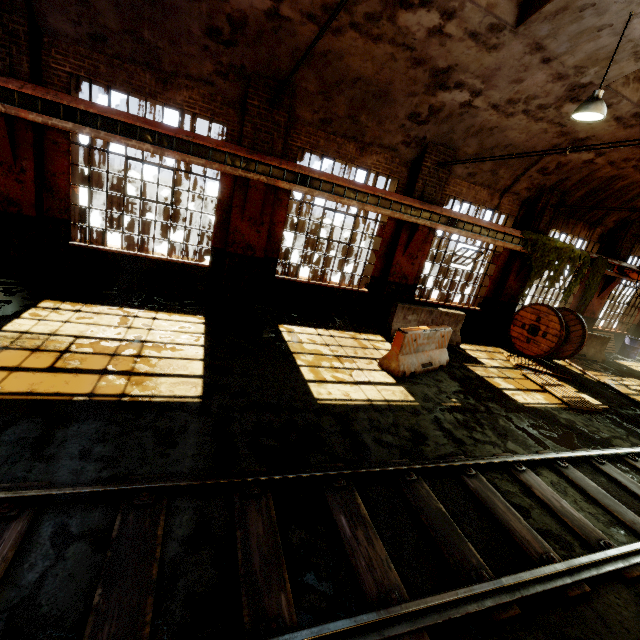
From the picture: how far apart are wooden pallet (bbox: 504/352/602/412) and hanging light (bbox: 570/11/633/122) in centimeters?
603cm

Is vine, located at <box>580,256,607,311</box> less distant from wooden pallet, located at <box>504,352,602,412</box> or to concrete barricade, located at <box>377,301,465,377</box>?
wooden pallet, located at <box>504,352,602,412</box>

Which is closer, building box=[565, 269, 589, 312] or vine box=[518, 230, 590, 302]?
vine box=[518, 230, 590, 302]

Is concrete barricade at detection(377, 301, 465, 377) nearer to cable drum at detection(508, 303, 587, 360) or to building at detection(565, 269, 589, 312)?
building at detection(565, 269, 589, 312)

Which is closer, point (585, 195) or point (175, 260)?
point (175, 260)

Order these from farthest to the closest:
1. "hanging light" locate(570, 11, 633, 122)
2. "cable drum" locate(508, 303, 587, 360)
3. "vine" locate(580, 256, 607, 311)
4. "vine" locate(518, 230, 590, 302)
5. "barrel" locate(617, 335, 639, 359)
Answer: "barrel" locate(617, 335, 639, 359) < "vine" locate(580, 256, 607, 311) < "vine" locate(518, 230, 590, 302) < "cable drum" locate(508, 303, 587, 360) < "hanging light" locate(570, 11, 633, 122)

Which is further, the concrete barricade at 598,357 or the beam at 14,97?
the concrete barricade at 598,357

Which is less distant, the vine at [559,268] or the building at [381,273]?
the building at [381,273]
